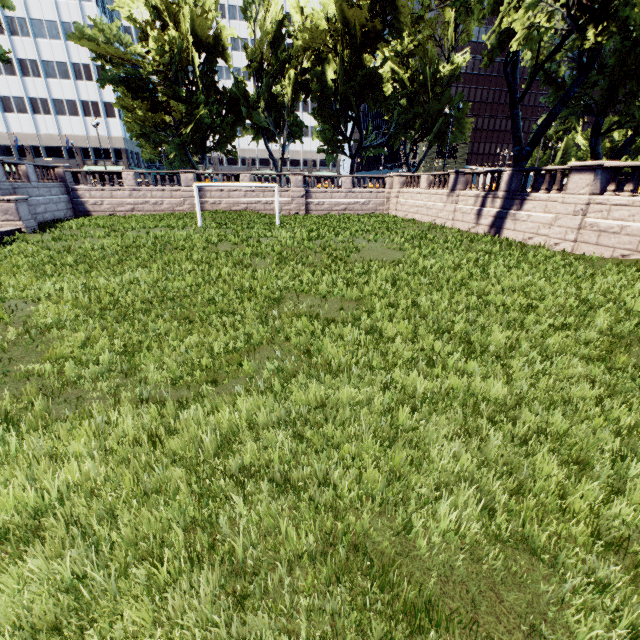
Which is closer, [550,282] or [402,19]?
[550,282]

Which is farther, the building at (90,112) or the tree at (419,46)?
the building at (90,112)

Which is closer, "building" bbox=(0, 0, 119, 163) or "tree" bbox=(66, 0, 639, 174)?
"tree" bbox=(66, 0, 639, 174)
